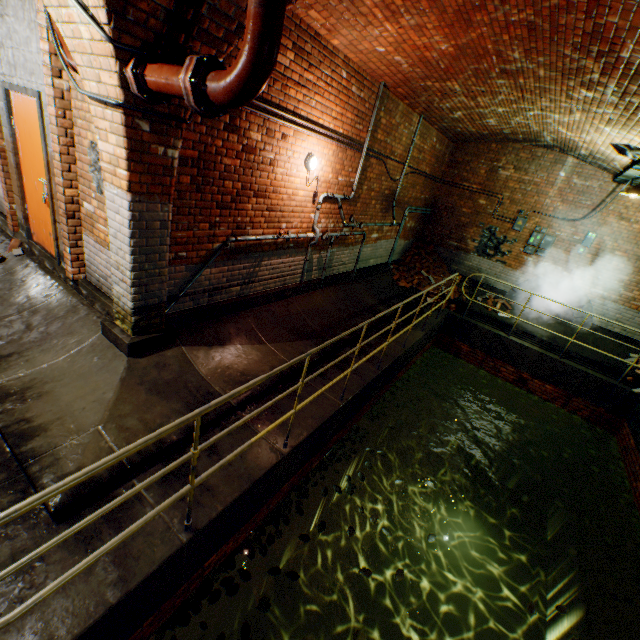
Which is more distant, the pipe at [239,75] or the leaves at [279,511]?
the leaves at [279,511]

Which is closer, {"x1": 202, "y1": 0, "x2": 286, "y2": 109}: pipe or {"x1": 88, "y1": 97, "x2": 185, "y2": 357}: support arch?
{"x1": 202, "y1": 0, "x2": 286, "y2": 109}: pipe

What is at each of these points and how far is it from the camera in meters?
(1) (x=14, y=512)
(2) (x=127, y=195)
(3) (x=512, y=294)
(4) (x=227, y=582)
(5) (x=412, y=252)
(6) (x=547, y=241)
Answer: (1) railing, 1.4
(2) support arch, 3.1
(3) sewerage pipe, 10.2
(4) leaves, 3.4
(5) brick pile, 11.1
(6) electrical box, 9.4

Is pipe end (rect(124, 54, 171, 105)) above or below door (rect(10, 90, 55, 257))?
above

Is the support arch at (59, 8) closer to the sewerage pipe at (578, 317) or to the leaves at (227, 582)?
the leaves at (227, 582)

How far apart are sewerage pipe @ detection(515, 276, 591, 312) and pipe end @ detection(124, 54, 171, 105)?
10.43m

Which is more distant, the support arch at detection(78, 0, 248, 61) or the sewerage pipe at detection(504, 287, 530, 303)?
the sewerage pipe at detection(504, 287, 530, 303)

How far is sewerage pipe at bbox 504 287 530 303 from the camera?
10.01m
